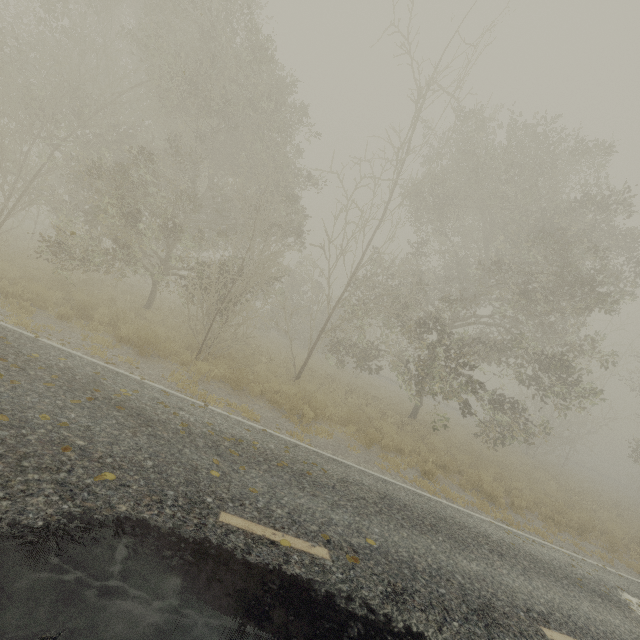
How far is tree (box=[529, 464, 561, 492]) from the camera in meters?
16.6

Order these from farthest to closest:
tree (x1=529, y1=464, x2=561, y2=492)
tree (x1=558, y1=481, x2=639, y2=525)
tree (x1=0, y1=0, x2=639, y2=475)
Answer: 1. tree (x1=529, y1=464, x2=561, y2=492)
2. tree (x1=558, y1=481, x2=639, y2=525)
3. tree (x1=0, y1=0, x2=639, y2=475)

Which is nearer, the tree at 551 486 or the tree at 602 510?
the tree at 602 510

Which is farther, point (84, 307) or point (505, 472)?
point (505, 472)

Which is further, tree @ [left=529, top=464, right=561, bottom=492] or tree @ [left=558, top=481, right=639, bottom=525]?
tree @ [left=529, top=464, right=561, bottom=492]
